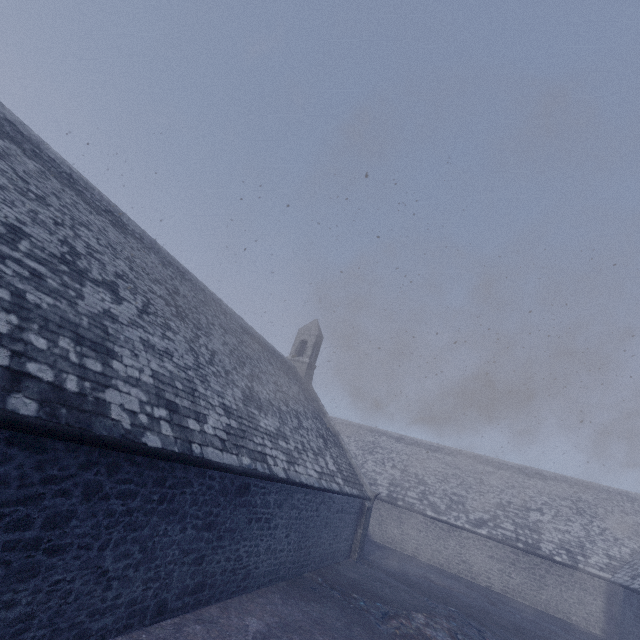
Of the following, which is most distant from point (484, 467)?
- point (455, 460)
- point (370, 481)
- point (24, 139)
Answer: point (24, 139)
